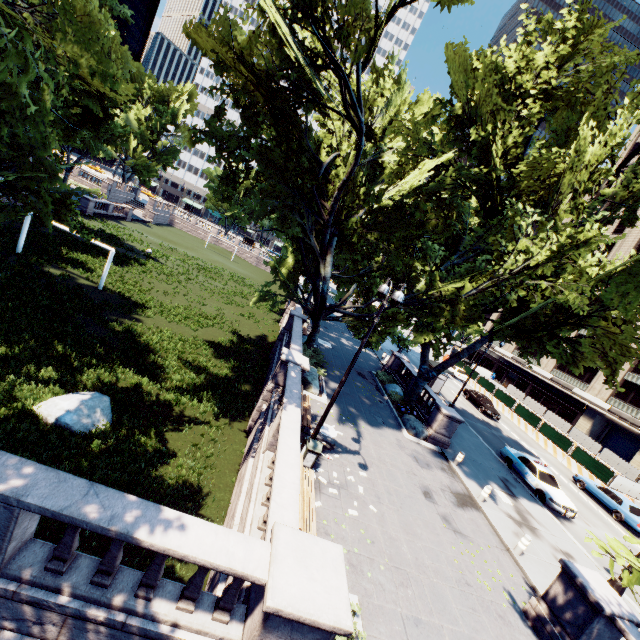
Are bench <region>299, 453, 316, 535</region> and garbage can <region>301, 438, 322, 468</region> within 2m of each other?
yes

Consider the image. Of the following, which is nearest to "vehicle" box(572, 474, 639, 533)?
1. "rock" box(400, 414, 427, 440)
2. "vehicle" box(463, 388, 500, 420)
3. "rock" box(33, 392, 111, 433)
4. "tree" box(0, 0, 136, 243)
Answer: "vehicle" box(463, 388, 500, 420)

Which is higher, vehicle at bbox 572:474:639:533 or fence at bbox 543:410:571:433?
fence at bbox 543:410:571:433

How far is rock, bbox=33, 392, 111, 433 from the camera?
10.8m

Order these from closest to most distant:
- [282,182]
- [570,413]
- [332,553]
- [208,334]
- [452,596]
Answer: [332,553]
[452,596]
[282,182]
[208,334]
[570,413]

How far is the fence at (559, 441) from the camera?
29.7m

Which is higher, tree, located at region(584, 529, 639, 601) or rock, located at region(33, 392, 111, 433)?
tree, located at region(584, 529, 639, 601)

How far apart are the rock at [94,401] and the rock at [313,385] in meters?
9.1 m
